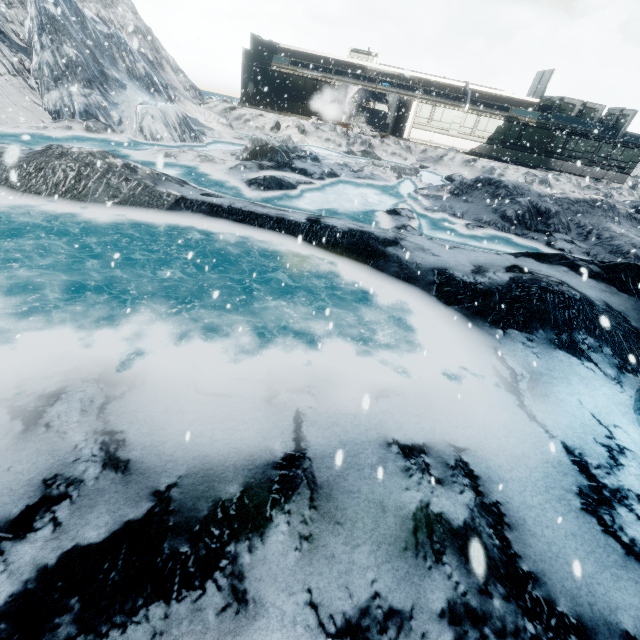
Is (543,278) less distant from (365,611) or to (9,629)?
(365,611)
